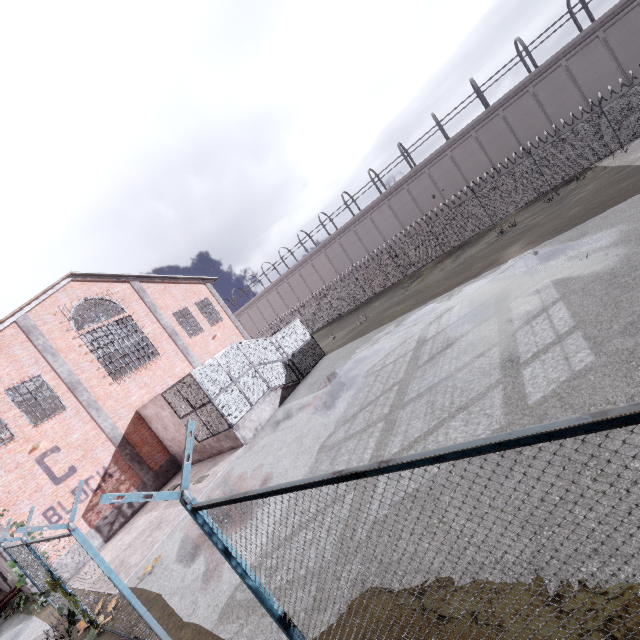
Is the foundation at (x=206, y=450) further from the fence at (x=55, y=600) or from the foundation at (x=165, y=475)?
the fence at (x=55, y=600)

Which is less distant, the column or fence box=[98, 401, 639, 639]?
fence box=[98, 401, 639, 639]

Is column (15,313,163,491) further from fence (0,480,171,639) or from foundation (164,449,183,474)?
fence (0,480,171,639)

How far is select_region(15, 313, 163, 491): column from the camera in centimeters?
1536cm

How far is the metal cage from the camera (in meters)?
14.18

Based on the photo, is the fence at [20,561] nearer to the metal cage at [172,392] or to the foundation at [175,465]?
the metal cage at [172,392]

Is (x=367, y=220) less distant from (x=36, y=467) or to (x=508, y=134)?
(x=508, y=134)

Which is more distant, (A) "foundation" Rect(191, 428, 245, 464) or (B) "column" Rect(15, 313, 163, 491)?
(B) "column" Rect(15, 313, 163, 491)
